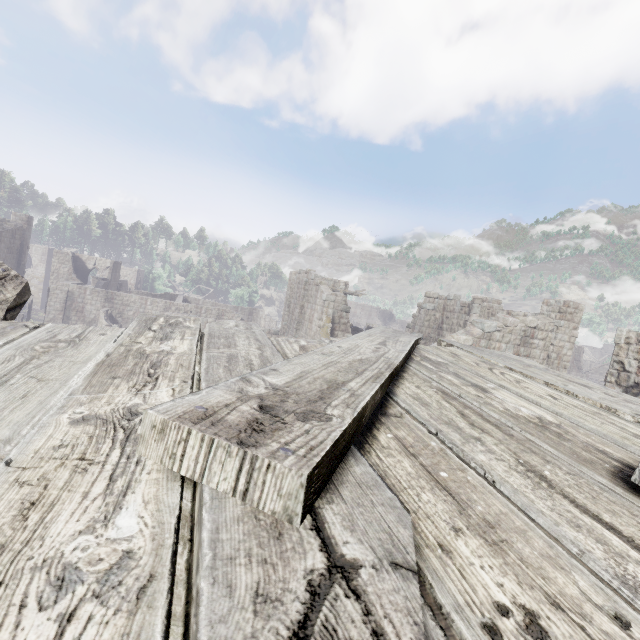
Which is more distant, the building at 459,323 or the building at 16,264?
the building at 16,264

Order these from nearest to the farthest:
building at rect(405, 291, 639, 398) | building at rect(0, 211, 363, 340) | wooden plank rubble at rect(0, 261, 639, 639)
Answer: wooden plank rubble at rect(0, 261, 639, 639)
building at rect(405, 291, 639, 398)
building at rect(0, 211, 363, 340)

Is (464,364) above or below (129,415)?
above

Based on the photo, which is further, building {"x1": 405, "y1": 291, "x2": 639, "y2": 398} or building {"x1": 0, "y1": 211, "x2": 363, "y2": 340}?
building {"x1": 0, "y1": 211, "x2": 363, "y2": 340}

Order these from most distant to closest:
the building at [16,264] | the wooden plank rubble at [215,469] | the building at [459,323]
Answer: the building at [16,264] → the building at [459,323] → the wooden plank rubble at [215,469]

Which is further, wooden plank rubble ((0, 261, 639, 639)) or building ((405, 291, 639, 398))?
building ((405, 291, 639, 398))
